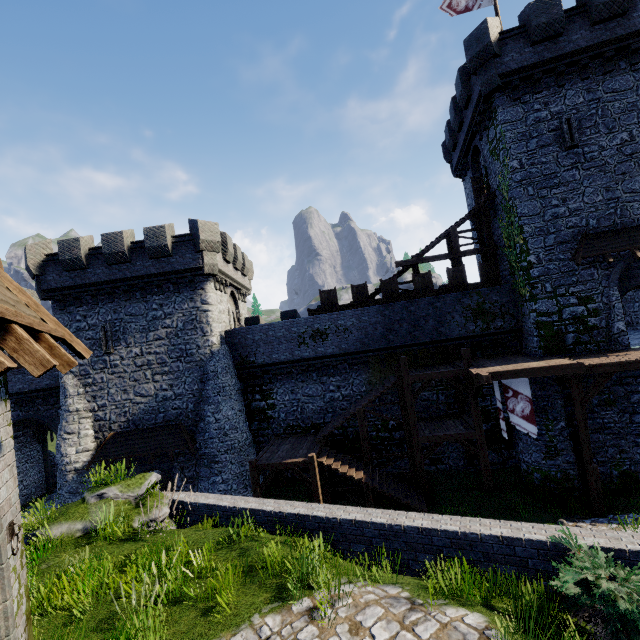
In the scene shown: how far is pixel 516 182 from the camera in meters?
16.4 m

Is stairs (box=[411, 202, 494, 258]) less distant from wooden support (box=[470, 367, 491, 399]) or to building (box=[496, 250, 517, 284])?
building (box=[496, 250, 517, 284])

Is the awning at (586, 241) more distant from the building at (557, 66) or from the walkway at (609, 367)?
the walkway at (609, 367)

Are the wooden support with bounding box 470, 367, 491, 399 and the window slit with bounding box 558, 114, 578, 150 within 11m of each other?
no

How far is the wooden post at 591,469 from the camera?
12.9 meters

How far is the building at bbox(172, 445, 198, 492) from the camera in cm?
1895

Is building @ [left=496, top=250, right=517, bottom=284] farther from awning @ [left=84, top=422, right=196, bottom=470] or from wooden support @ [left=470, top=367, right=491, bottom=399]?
awning @ [left=84, top=422, right=196, bottom=470]

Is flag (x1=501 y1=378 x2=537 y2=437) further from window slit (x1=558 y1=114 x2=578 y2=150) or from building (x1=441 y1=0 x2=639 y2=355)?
window slit (x1=558 y1=114 x2=578 y2=150)
